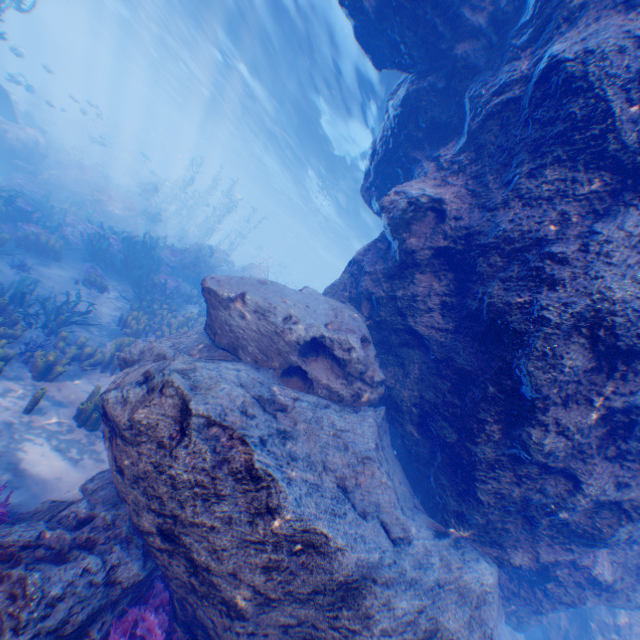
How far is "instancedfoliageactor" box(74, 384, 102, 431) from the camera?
6.3 meters

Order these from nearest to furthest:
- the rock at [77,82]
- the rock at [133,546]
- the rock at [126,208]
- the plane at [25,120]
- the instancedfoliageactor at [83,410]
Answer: the rock at [133,546], the instancedfoliageactor at [83,410], the rock at [126,208], the plane at [25,120], the rock at [77,82]

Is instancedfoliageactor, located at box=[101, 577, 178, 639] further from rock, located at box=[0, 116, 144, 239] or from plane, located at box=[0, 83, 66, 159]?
plane, located at box=[0, 83, 66, 159]

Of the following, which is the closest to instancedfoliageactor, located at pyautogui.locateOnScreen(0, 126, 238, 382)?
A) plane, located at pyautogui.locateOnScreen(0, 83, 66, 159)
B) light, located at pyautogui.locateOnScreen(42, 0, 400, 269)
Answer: plane, located at pyautogui.locateOnScreen(0, 83, 66, 159)

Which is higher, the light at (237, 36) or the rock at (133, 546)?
the light at (237, 36)

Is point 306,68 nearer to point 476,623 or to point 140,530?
point 140,530

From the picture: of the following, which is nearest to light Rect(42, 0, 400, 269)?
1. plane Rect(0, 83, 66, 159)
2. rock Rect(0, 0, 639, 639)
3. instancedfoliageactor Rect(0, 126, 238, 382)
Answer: rock Rect(0, 0, 639, 639)

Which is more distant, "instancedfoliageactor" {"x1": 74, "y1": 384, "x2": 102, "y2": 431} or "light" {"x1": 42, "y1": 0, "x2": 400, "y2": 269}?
"light" {"x1": 42, "y1": 0, "x2": 400, "y2": 269}
